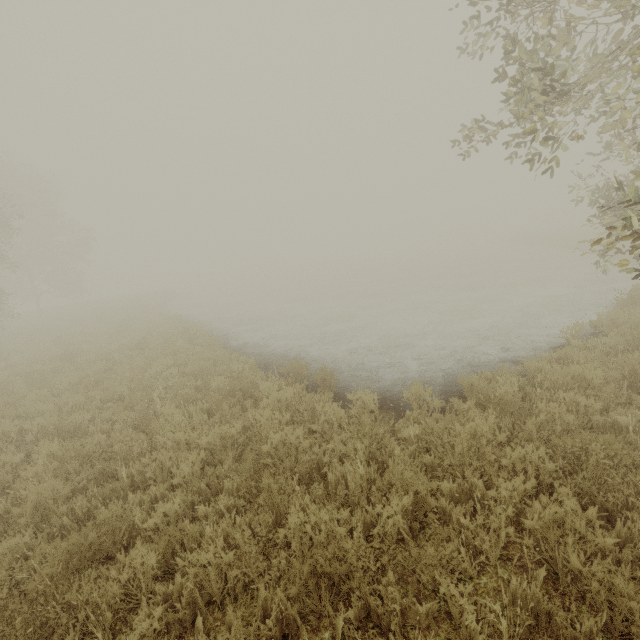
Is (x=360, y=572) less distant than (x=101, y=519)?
Yes
